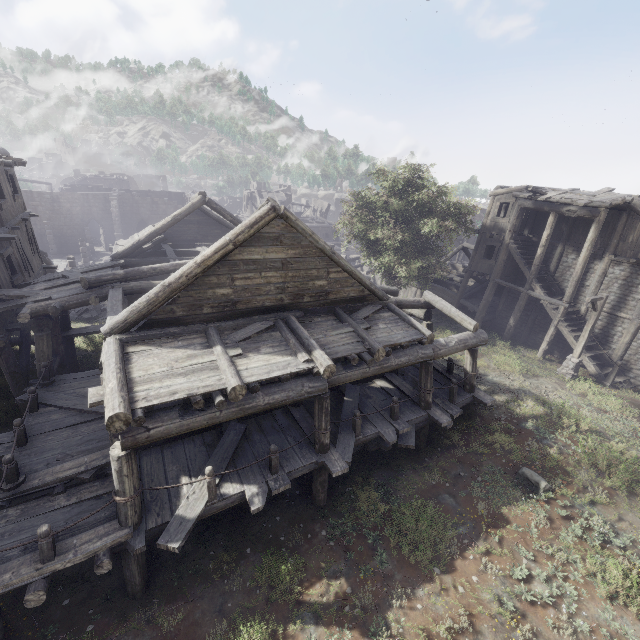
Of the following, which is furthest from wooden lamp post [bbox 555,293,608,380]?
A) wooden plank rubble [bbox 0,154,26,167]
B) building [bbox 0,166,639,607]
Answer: wooden plank rubble [bbox 0,154,26,167]

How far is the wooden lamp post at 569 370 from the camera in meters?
15.6

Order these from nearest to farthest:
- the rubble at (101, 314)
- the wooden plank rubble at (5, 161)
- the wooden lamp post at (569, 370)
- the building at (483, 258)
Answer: the building at (483, 258), the wooden plank rubble at (5, 161), the wooden lamp post at (569, 370), the rubble at (101, 314)

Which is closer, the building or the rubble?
the building

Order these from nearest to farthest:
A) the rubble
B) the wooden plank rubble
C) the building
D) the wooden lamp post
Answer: the building
the wooden plank rubble
the wooden lamp post
the rubble

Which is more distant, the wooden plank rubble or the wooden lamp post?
the wooden lamp post

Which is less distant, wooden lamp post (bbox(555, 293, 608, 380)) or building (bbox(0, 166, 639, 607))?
building (bbox(0, 166, 639, 607))

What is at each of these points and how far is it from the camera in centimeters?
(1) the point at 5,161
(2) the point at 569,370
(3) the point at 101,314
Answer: (1) wooden plank rubble, 1059cm
(2) wooden lamp post, 1714cm
(3) rubble, 2258cm
